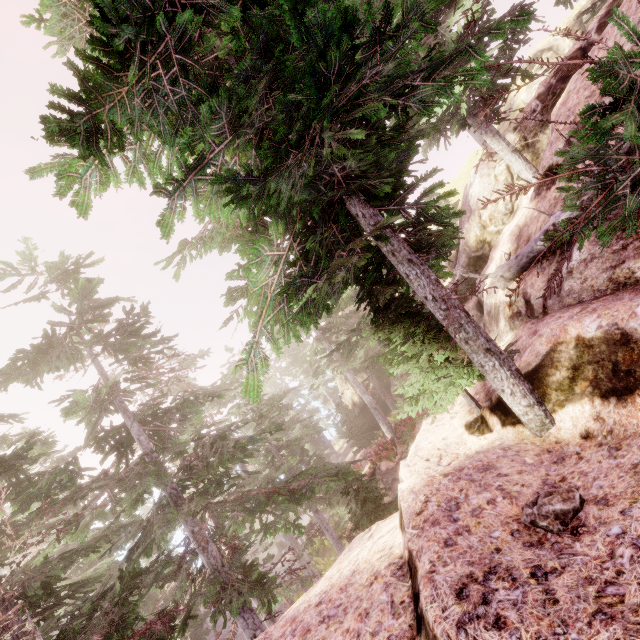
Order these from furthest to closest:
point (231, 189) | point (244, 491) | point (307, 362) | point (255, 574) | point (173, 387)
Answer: point (173, 387), point (307, 362), point (244, 491), point (255, 574), point (231, 189)

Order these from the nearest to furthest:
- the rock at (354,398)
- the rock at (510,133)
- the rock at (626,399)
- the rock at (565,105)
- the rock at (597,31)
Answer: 1. the rock at (626,399)
2. the rock at (597,31)
3. the rock at (565,105)
4. the rock at (510,133)
5. the rock at (354,398)

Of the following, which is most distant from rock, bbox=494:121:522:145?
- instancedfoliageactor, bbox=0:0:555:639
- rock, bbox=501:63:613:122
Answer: rock, bbox=501:63:613:122

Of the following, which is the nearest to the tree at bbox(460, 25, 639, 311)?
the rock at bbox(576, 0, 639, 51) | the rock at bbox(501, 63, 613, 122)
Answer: the rock at bbox(576, 0, 639, 51)

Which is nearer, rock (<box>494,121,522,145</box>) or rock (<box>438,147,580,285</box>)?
rock (<box>438,147,580,285</box>)

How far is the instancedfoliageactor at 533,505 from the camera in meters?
3.0

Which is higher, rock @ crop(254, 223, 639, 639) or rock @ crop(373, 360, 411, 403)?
rock @ crop(254, 223, 639, 639)
